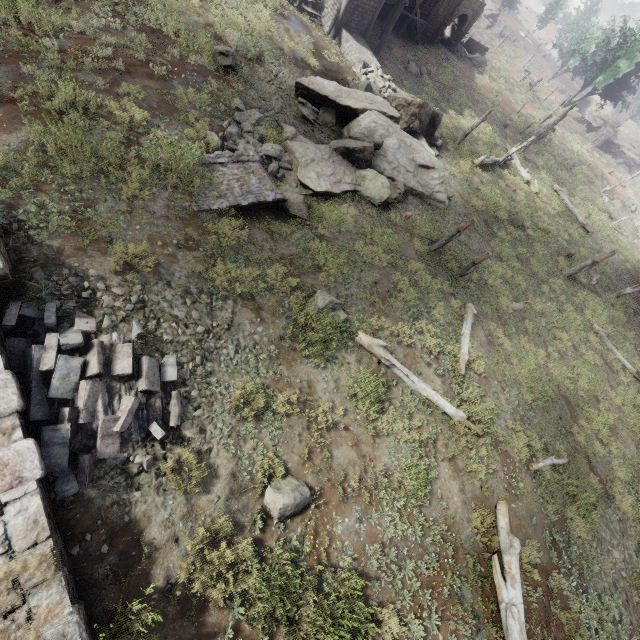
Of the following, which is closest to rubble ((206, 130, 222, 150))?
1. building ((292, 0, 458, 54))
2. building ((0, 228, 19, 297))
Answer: building ((0, 228, 19, 297))

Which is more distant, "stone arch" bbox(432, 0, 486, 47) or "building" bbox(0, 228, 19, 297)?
"stone arch" bbox(432, 0, 486, 47)

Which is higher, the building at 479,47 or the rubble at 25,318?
the rubble at 25,318

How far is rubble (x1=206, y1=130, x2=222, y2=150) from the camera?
10.85m

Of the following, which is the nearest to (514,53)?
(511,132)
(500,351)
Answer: (511,132)

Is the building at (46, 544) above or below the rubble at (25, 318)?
above

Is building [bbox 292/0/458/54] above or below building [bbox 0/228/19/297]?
below

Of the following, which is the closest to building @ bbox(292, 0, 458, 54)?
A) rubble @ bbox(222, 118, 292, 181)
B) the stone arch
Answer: rubble @ bbox(222, 118, 292, 181)
